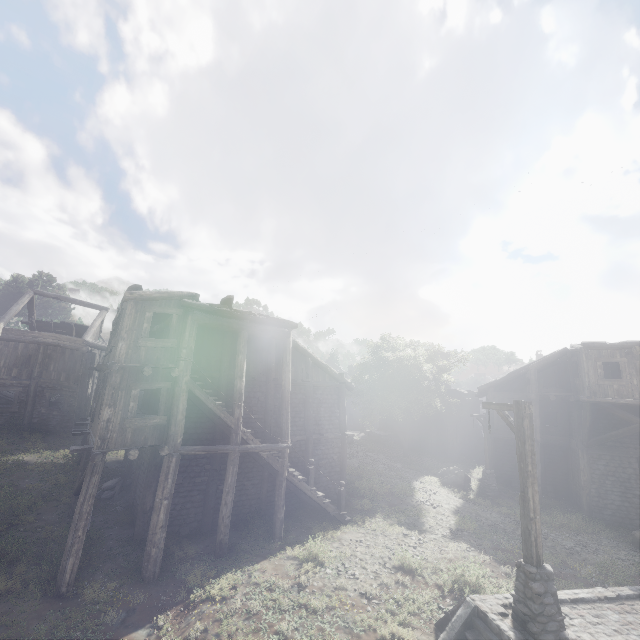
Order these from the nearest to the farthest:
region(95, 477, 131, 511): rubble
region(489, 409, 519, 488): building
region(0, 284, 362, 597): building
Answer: region(0, 284, 362, 597): building < region(95, 477, 131, 511): rubble < region(489, 409, 519, 488): building

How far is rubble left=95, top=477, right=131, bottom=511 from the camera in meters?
14.3 m

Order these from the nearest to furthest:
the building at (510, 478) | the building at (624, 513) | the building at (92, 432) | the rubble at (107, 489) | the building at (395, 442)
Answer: the building at (92, 432) → the rubble at (107, 489) → the building at (624, 513) → the building at (510, 478) → the building at (395, 442)

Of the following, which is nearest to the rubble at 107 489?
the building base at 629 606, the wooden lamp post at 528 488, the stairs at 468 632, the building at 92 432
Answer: the building at 92 432

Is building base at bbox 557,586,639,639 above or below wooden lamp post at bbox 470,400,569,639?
below

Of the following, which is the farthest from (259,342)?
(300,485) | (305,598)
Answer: (305,598)

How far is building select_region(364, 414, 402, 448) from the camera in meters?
34.0
